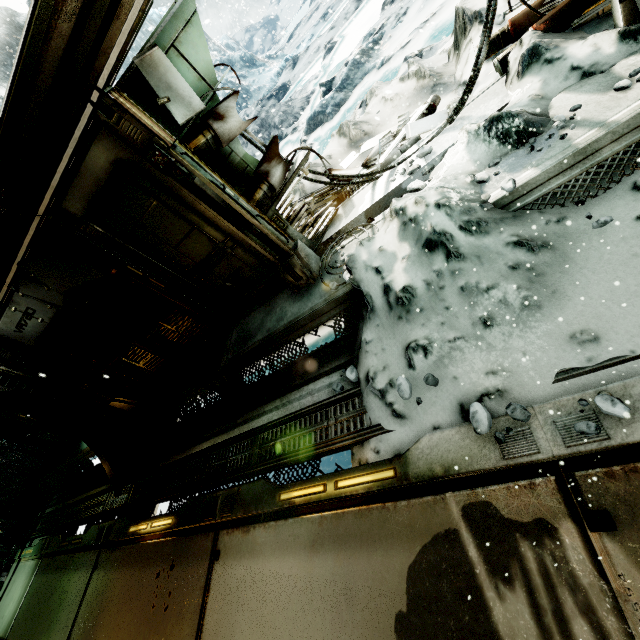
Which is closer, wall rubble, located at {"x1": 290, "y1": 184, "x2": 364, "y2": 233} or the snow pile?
the snow pile

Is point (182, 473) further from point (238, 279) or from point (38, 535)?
point (38, 535)

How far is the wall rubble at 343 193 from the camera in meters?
4.6

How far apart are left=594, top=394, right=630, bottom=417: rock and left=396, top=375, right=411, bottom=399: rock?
1.11m

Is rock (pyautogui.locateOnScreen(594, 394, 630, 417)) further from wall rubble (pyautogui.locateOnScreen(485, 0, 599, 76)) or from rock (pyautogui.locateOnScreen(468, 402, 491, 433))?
wall rubble (pyautogui.locateOnScreen(485, 0, 599, 76))

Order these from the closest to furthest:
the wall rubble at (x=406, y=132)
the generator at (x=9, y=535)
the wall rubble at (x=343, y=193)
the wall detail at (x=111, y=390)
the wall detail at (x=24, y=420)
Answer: the wall rubble at (x=406, y=132)
the wall rubble at (x=343, y=193)
the wall detail at (x=111, y=390)
the wall detail at (x=24, y=420)
the generator at (x=9, y=535)

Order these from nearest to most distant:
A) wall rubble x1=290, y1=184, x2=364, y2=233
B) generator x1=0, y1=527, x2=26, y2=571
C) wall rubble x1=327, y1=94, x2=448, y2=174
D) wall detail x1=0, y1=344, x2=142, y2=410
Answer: wall rubble x1=327, y1=94, x2=448, y2=174 → wall rubble x1=290, y1=184, x2=364, y2=233 → wall detail x1=0, y1=344, x2=142, y2=410 → generator x1=0, y1=527, x2=26, y2=571

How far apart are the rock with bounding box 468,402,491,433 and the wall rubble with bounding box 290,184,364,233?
3.4 meters
